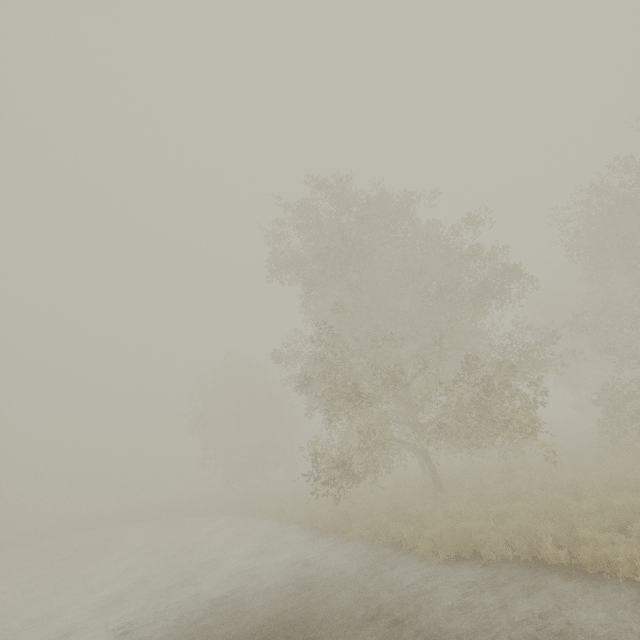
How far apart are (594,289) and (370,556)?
17.5m
